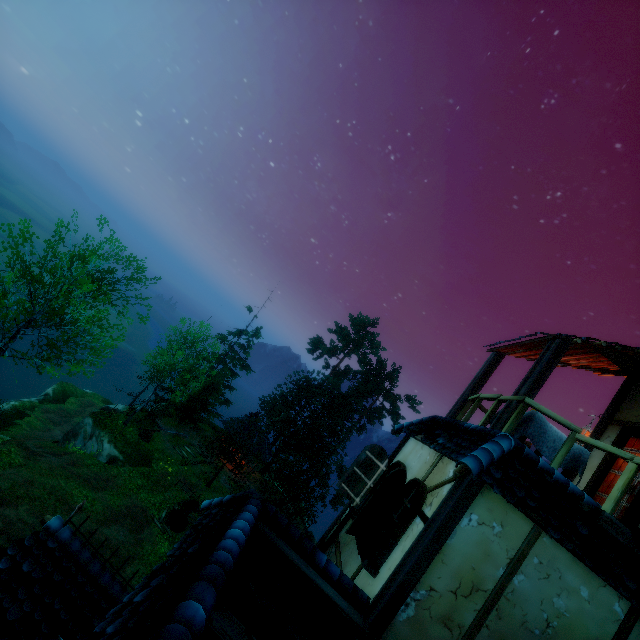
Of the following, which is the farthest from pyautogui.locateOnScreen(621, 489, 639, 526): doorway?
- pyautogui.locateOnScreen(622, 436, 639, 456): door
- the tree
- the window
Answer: the tree

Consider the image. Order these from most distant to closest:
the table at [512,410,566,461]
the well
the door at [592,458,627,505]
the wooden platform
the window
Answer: the well
the door at [592,458,627,505]
the table at [512,410,566,461]
the window
the wooden platform

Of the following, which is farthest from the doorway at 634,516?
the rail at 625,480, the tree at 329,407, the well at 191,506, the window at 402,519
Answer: the well at 191,506

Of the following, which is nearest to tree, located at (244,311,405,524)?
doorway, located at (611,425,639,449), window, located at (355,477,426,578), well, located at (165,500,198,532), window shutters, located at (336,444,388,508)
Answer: well, located at (165,500,198,532)

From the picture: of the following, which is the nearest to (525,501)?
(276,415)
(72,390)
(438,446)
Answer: (438,446)

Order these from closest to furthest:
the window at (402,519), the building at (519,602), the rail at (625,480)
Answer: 1. the building at (519,602)
2. the rail at (625,480)
3. the window at (402,519)

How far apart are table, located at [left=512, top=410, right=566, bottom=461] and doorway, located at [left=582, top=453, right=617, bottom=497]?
1.4 meters

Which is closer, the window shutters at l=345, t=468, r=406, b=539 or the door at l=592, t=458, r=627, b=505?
the window shutters at l=345, t=468, r=406, b=539
